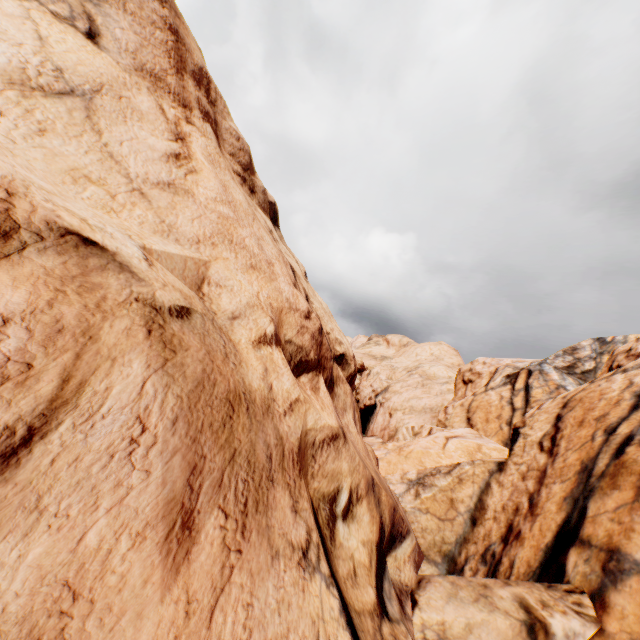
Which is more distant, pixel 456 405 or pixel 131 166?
pixel 456 405
